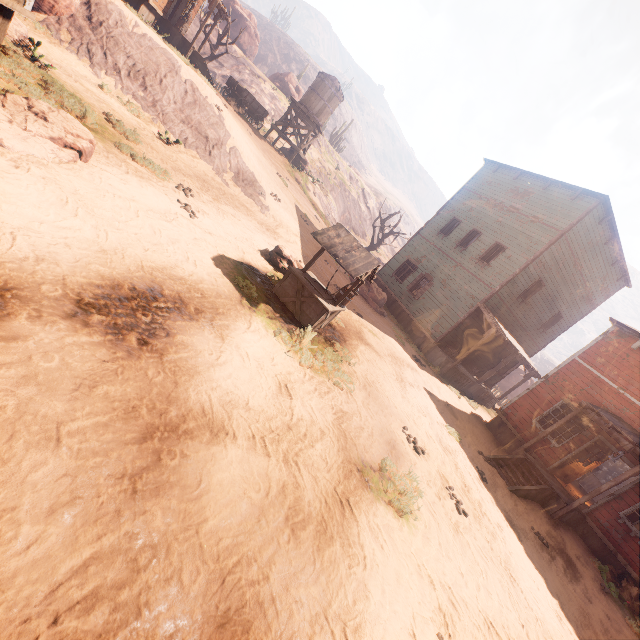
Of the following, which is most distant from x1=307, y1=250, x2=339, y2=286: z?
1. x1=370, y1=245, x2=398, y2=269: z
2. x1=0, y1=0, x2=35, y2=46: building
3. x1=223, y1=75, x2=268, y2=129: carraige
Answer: x1=370, y1=245, x2=398, y2=269: z

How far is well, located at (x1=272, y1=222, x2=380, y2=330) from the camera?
7.4 meters

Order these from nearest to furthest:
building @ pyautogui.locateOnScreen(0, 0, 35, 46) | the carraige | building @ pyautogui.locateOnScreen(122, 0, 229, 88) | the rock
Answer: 1. building @ pyautogui.locateOnScreen(0, 0, 35, 46)
2. the rock
3. building @ pyautogui.locateOnScreen(122, 0, 229, 88)
4. the carraige

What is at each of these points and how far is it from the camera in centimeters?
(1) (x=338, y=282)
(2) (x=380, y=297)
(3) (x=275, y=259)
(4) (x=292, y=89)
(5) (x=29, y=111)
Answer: (1) z, 1580cm
(2) instancedfoliageactor, 1833cm
(3) instancedfoliageactor, 991cm
(4) instancedfoliageactor, 4278cm
(5) instancedfoliageactor, 553cm

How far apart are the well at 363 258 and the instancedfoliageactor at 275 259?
0.8m

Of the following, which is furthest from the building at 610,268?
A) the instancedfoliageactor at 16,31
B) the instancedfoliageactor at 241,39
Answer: the instancedfoliageactor at 241,39

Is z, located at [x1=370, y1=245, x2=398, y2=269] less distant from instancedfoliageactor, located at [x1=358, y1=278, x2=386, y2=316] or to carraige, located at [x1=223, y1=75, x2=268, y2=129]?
instancedfoliageactor, located at [x1=358, y1=278, x2=386, y2=316]

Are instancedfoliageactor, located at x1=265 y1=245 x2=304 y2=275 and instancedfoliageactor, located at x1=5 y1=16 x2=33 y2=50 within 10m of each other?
yes
